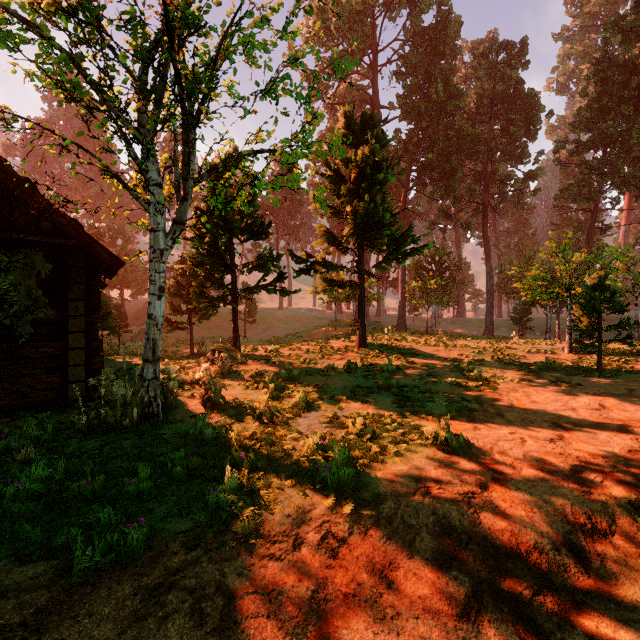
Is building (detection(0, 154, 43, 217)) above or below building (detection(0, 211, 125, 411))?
above

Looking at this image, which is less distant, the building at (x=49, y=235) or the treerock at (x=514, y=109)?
the treerock at (x=514, y=109)

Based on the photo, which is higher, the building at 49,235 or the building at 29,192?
the building at 29,192

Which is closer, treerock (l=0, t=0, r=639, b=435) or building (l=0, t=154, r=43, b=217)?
treerock (l=0, t=0, r=639, b=435)

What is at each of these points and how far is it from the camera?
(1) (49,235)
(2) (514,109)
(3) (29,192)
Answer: (1) building, 7.38m
(2) treerock, 30.36m
(3) building, 6.81m
